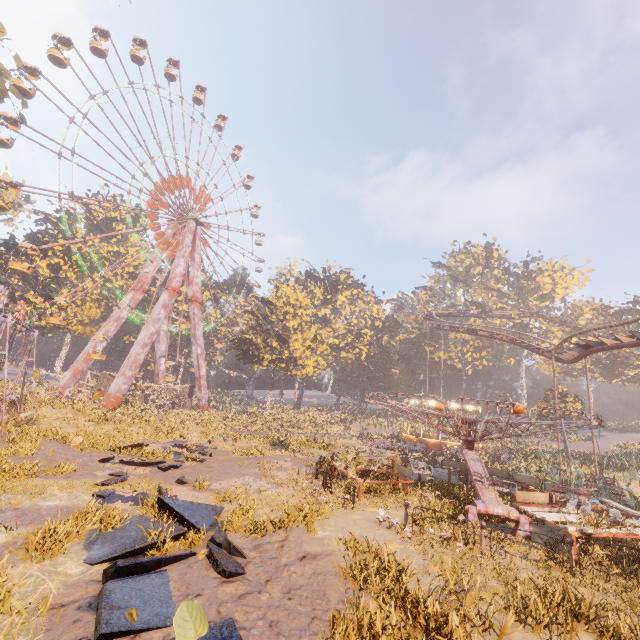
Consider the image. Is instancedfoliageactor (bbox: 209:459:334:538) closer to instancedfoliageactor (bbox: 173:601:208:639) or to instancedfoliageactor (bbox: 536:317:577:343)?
instancedfoliageactor (bbox: 173:601:208:639)

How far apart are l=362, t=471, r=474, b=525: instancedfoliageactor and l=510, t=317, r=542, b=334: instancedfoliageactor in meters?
53.9 m

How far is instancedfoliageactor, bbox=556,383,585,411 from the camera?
36.6 meters

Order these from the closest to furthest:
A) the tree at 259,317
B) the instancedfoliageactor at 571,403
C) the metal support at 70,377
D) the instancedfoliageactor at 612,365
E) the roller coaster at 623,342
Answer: the roller coaster at 623,342 < the metal support at 70,377 < the instancedfoliageactor at 571,403 < the tree at 259,317 < the instancedfoliageactor at 612,365

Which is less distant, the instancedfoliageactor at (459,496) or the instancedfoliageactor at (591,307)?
the instancedfoliageactor at (459,496)

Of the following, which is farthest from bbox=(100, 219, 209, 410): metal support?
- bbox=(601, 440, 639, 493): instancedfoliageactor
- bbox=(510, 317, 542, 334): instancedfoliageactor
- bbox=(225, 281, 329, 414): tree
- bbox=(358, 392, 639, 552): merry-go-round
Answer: bbox=(510, 317, 542, 334): instancedfoliageactor

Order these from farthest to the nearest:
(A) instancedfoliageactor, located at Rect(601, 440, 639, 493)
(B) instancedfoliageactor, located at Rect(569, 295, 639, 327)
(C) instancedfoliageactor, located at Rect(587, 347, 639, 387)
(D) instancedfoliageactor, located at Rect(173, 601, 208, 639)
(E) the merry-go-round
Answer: (B) instancedfoliageactor, located at Rect(569, 295, 639, 327)
(C) instancedfoliageactor, located at Rect(587, 347, 639, 387)
(A) instancedfoliageactor, located at Rect(601, 440, 639, 493)
(E) the merry-go-round
(D) instancedfoliageactor, located at Rect(173, 601, 208, 639)

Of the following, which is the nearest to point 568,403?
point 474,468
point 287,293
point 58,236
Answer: point 474,468
